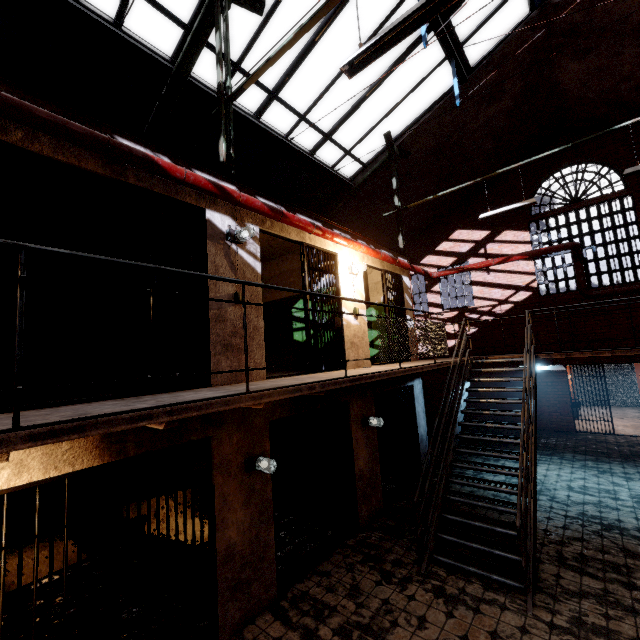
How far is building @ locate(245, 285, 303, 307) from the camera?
4.78m

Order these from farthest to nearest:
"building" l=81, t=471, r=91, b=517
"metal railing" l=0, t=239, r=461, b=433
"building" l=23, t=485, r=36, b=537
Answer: "building" l=81, t=471, r=91, b=517, "building" l=23, t=485, r=36, b=537, "metal railing" l=0, t=239, r=461, b=433

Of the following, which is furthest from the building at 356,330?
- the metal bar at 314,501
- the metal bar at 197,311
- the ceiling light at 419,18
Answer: the ceiling light at 419,18

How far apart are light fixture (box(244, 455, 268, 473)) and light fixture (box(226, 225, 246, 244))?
3.0 meters

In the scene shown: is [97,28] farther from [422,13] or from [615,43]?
[615,43]

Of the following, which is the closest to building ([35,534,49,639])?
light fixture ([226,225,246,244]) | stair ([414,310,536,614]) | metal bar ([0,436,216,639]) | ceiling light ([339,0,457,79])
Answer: metal bar ([0,436,216,639])

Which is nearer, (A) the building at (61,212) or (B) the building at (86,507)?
(A) the building at (61,212)

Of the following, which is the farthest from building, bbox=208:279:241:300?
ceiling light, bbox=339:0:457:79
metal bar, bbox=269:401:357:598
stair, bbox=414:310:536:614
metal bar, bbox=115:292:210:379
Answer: ceiling light, bbox=339:0:457:79
